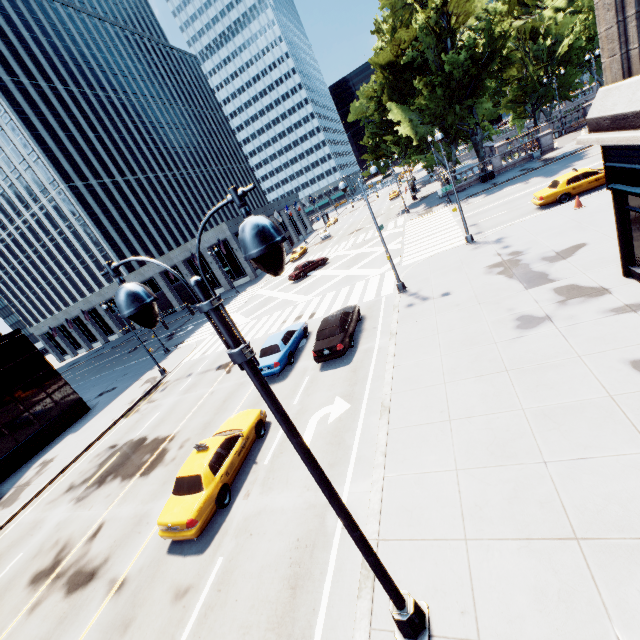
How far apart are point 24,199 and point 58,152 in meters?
10.8

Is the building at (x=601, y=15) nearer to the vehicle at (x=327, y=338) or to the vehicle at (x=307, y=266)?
the vehicle at (x=327, y=338)

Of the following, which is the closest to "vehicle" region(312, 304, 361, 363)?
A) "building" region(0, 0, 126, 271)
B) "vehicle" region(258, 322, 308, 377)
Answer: "vehicle" region(258, 322, 308, 377)

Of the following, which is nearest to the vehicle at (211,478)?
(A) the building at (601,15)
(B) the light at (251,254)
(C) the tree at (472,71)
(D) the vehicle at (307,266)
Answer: (B) the light at (251,254)

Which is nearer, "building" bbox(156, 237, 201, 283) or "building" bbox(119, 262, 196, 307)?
"building" bbox(156, 237, 201, 283)

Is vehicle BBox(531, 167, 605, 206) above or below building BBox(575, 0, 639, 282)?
below

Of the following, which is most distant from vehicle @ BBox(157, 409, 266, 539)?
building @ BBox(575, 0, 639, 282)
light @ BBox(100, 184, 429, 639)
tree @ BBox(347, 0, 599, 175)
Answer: tree @ BBox(347, 0, 599, 175)

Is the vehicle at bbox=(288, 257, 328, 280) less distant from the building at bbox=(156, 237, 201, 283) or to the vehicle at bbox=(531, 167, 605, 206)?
the building at bbox=(156, 237, 201, 283)
